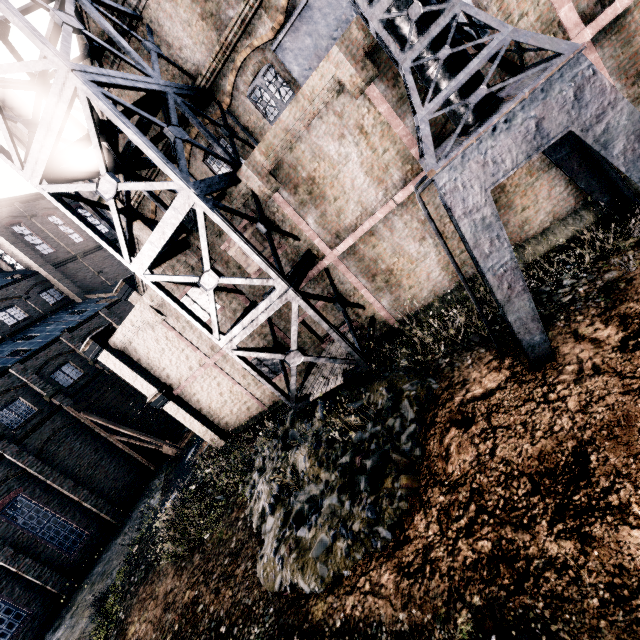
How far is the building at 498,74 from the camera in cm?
899

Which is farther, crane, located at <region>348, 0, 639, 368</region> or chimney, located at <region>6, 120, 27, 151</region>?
chimney, located at <region>6, 120, 27, 151</region>

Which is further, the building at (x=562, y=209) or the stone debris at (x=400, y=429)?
the building at (x=562, y=209)

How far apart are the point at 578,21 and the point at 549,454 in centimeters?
1064cm

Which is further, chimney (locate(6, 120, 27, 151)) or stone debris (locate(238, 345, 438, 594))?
chimney (locate(6, 120, 27, 151))

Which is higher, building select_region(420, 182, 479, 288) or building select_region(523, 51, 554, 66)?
building select_region(523, 51, 554, 66)

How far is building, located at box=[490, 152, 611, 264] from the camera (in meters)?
10.00
